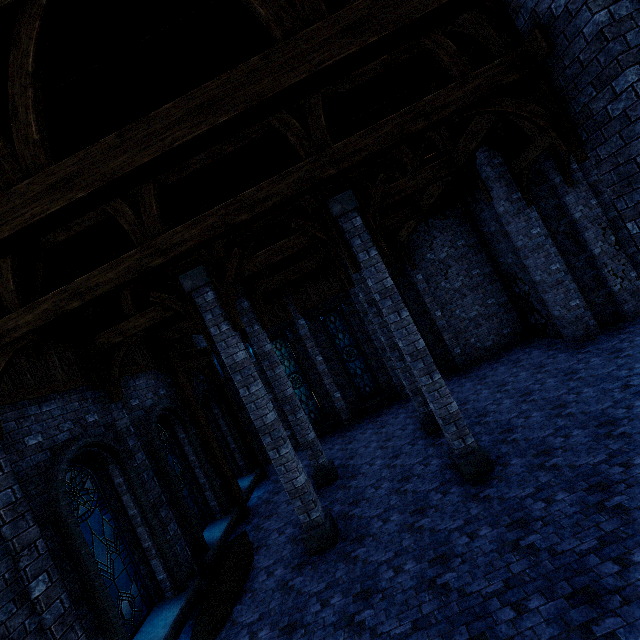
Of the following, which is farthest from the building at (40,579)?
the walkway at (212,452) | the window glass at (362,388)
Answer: the window glass at (362,388)

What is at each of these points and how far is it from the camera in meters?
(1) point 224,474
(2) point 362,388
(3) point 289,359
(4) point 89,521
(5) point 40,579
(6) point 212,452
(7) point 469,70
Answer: (1) wooden post, 11.0
(2) window glass, 15.7
(3) window glass, 16.0
(4) window glass, 6.7
(5) building, 5.1
(6) walkway, 11.0
(7) building, 4.9

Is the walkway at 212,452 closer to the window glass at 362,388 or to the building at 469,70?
the building at 469,70

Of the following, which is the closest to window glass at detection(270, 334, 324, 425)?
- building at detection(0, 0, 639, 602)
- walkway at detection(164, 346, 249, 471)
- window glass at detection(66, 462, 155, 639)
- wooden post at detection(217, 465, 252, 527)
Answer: building at detection(0, 0, 639, 602)

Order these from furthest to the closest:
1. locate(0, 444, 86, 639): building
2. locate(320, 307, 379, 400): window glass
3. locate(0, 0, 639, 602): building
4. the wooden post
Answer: locate(320, 307, 379, 400): window glass
the wooden post
locate(0, 444, 86, 639): building
locate(0, 0, 639, 602): building

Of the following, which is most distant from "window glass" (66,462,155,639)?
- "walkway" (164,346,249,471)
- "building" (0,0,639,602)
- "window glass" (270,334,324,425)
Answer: "window glass" (270,334,324,425)

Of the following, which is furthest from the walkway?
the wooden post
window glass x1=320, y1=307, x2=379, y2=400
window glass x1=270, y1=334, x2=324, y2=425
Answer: window glass x1=320, y1=307, x2=379, y2=400

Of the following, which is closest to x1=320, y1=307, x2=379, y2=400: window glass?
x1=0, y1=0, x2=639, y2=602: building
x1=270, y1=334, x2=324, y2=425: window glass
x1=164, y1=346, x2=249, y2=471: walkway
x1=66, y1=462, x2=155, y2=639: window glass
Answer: x1=0, y1=0, x2=639, y2=602: building
